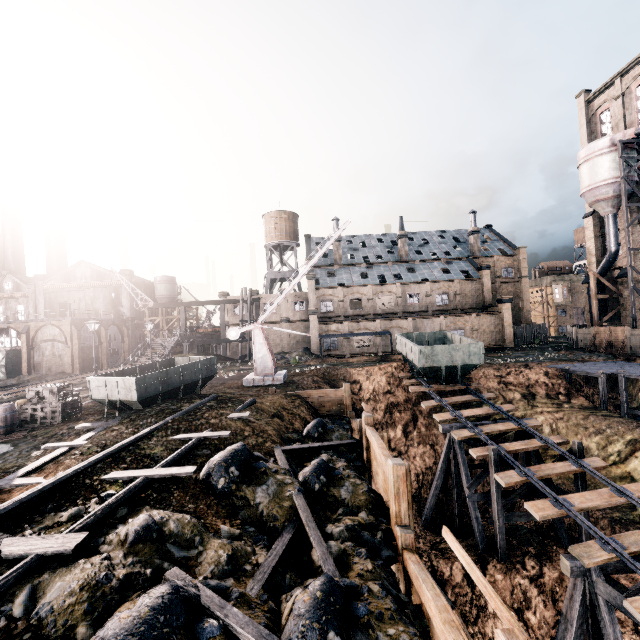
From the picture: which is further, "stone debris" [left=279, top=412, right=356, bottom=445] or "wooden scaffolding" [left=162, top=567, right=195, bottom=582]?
"stone debris" [left=279, top=412, right=356, bottom=445]

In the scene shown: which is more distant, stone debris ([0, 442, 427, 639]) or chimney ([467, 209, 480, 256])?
chimney ([467, 209, 480, 256])

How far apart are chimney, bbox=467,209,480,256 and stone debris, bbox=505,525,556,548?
44.8 meters

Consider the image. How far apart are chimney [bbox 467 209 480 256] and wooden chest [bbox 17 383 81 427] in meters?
56.1 m

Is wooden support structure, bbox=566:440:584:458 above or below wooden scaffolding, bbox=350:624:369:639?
below

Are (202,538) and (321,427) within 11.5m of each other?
yes

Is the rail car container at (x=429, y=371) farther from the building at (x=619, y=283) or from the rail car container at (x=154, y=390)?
the building at (x=619, y=283)

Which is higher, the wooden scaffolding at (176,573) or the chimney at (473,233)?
the chimney at (473,233)
